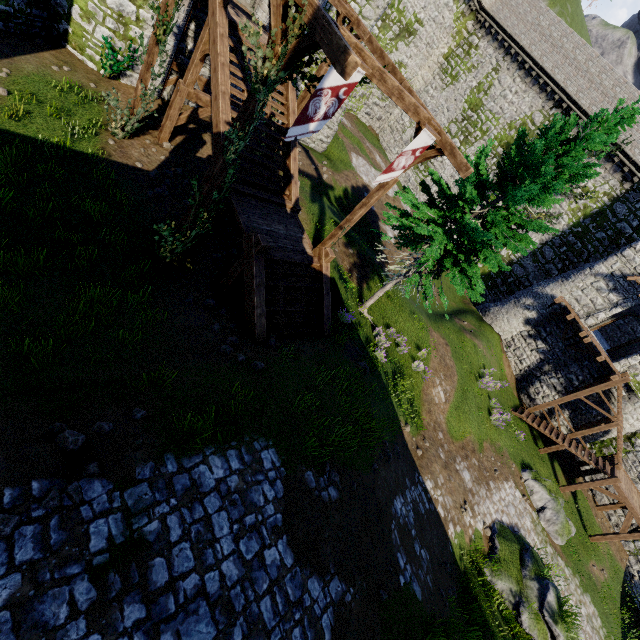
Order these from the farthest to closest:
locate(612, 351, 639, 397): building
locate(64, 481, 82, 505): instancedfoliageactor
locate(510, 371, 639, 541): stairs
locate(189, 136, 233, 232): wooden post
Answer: locate(612, 351, 639, 397): building
locate(510, 371, 639, 541): stairs
locate(189, 136, 233, 232): wooden post
locate(64, 481, 82, 505): instancedfoliageactor

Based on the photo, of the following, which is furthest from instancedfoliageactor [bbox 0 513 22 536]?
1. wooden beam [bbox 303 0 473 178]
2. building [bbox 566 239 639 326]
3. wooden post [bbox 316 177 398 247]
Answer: building [bbox 566 239 639 326]

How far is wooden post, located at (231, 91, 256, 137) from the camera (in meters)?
6.80

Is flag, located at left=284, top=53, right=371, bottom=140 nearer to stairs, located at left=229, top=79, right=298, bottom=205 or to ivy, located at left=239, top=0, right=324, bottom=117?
ivy, located at left=239, top=0, right=324, bottom=117

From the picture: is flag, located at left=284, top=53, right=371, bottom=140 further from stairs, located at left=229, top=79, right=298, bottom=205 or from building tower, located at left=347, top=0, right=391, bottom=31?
building tower, located at left=347, top=0, right=391, bottom=31

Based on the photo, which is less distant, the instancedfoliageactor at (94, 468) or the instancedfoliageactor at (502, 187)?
the instancedfoliageactor at (94, 468)

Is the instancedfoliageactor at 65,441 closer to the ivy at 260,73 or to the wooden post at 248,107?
the ivy at 260,73

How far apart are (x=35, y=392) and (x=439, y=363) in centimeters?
1660cm
